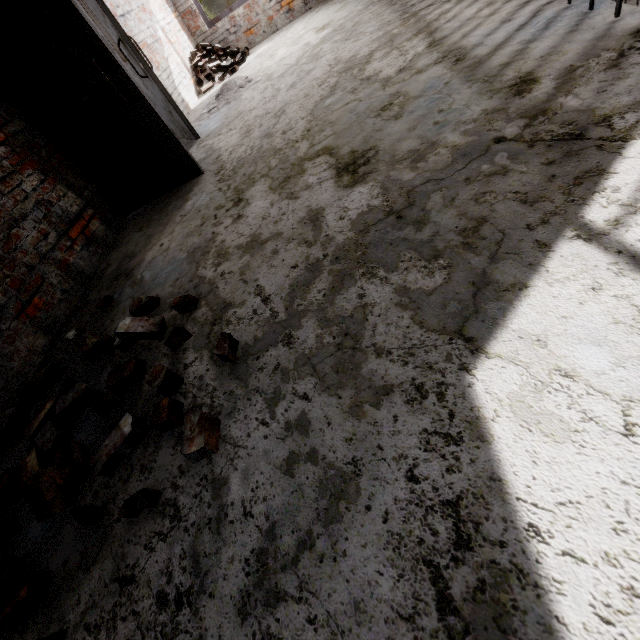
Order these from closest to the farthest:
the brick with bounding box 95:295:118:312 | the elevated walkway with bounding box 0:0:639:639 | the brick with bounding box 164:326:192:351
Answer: the elevated walkway with bounding box 0:0:639:639 < the brick with bounding box 164:326:192:351 < the brick with bounding box 95:295:118:312

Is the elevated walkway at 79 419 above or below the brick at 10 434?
below

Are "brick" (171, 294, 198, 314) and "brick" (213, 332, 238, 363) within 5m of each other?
yes

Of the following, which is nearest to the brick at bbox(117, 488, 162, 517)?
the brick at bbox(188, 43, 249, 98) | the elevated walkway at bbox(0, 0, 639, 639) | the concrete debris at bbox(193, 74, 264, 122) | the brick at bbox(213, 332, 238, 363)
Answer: the elevated walkway at bbox(0, 0, 639, 639)

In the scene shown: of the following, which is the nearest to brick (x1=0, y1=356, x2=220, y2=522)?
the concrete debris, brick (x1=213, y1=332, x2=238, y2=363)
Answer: brick (x1=213, y1=332, x2=238, y2=363)

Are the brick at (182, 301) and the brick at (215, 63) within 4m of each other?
no

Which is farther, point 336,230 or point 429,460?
point 336,230

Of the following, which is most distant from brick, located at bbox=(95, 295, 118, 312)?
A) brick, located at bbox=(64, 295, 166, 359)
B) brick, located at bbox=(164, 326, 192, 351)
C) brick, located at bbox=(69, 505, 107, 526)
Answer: brick, located at bbox=(69, 505, 107, 526)
